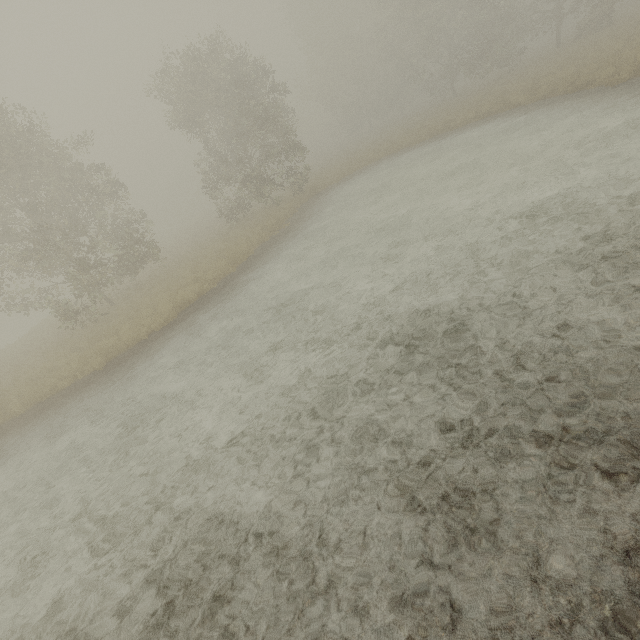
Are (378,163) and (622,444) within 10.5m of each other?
no
